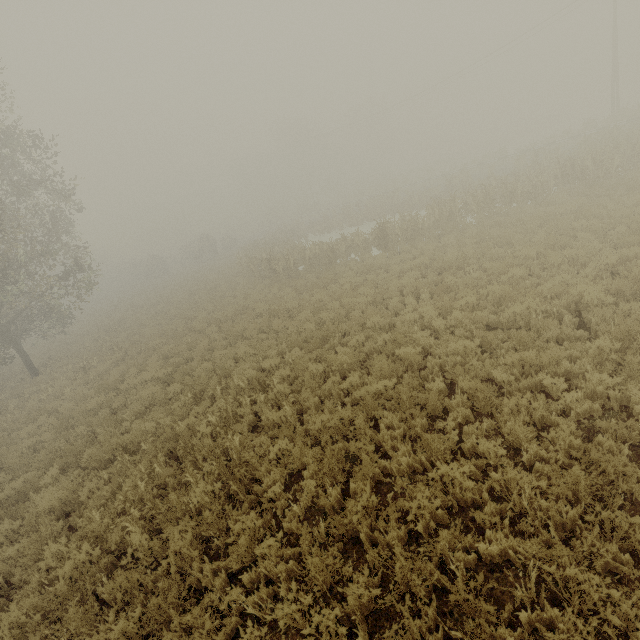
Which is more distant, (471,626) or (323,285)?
(323,285)

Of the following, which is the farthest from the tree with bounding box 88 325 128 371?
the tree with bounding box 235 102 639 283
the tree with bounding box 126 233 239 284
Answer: the tree with bounding box 126 233 239 284

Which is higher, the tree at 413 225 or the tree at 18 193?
the tree at 18 193

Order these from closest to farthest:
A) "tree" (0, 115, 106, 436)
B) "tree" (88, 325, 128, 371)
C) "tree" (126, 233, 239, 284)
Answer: "tree" (0, 115, 106, 436), "tree" (88, 325, 128, 371), "tree" (126, 233, 239, 284)

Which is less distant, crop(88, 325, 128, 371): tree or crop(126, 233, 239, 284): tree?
crop(88, 325, 128, 371): tree

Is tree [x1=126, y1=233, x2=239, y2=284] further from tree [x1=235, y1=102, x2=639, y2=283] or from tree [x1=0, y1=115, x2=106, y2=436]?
tree [x1=0, y1=115, x2=106, y2=436]

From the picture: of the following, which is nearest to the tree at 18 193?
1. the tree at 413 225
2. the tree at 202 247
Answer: the tree at 413 225
